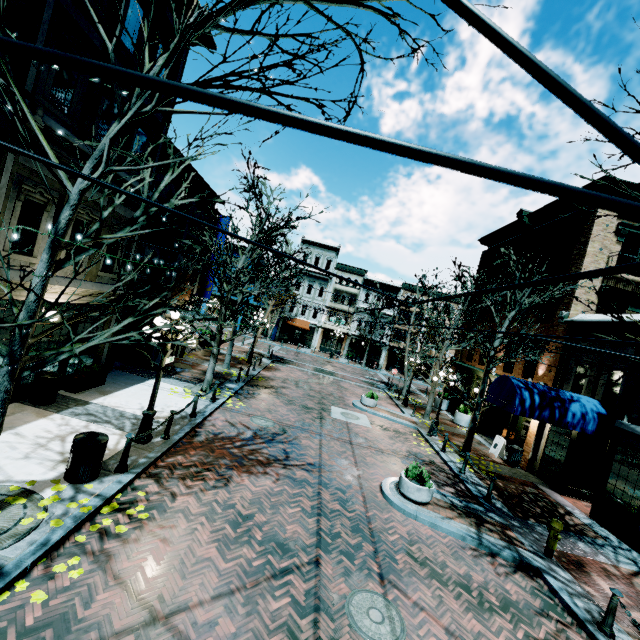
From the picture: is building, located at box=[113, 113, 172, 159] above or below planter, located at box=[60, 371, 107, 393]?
above

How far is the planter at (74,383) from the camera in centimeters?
1050cm

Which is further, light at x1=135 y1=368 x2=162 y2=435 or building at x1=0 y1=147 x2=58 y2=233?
light at x1=135 y1=368 x2=162 y2=435

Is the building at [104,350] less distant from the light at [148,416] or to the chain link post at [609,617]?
the light at [148,416]

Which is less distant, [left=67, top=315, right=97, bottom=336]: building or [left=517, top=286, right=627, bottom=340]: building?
[left=67, top=315, right=97, bottom=336]: building

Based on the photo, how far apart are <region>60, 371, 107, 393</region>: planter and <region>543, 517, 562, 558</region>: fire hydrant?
14.6m

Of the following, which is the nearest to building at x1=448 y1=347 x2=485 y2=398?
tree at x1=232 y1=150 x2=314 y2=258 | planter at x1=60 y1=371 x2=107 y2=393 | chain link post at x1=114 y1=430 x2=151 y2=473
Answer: planter at x1=60 y1=371 x2=107 y2=393

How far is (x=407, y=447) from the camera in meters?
14.5 m
